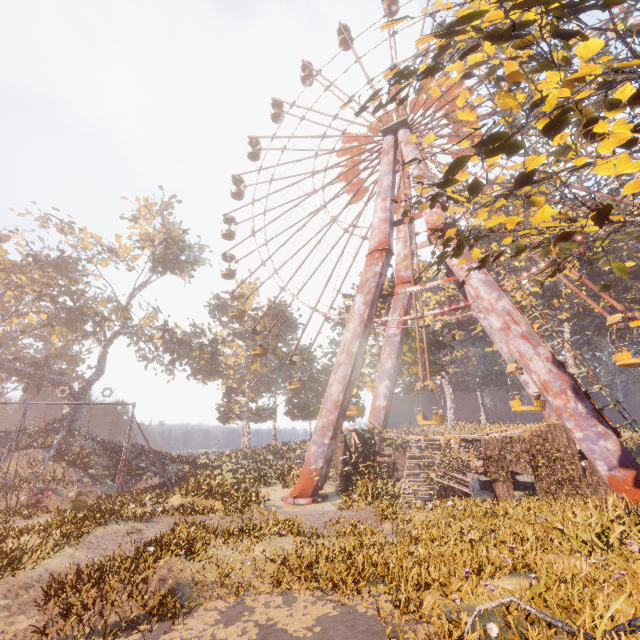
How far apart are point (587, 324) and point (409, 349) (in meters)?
29.87

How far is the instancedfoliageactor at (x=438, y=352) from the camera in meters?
33.2 m

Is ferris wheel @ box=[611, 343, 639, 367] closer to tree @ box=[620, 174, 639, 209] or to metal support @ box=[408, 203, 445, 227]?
metal support @ box=[408, 203, 445, 227]

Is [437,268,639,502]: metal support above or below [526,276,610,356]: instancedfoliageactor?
below

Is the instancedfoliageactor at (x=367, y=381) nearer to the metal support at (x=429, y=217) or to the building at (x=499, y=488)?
the building at (x=499, y=488)

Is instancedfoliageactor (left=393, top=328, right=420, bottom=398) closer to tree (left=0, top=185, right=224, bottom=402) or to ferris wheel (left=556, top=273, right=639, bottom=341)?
ferris wheel (left=556, top=273, right=639, bottom=341)

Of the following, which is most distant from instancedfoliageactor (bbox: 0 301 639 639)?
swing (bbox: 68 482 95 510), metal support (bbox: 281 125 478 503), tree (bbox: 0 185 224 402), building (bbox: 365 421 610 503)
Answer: tree (bbox: 0 185 224 402)

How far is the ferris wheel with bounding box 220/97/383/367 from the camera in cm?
2800
